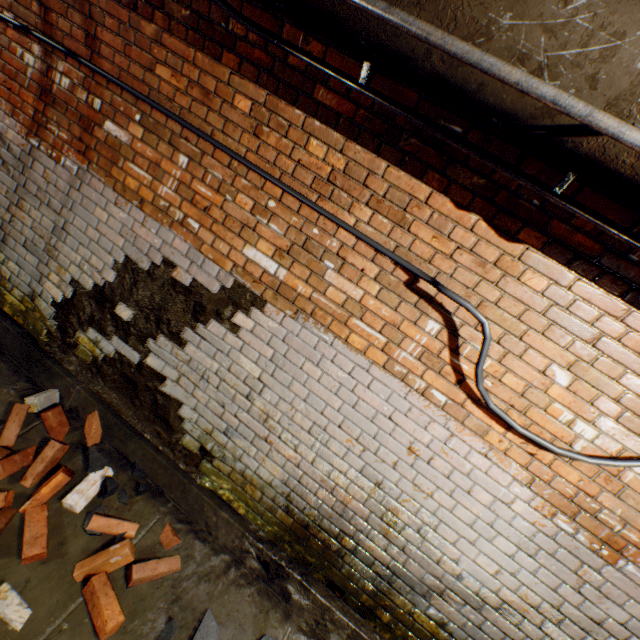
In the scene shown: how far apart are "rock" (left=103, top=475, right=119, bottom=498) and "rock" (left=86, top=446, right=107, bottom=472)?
0.1 meters

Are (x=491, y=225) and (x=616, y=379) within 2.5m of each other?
yes

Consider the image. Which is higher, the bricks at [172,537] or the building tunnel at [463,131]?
the building tunnel at [463,131]

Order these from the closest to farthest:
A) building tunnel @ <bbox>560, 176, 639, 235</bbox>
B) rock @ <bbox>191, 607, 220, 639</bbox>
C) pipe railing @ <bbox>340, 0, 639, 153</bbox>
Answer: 1. pipe railing @ <bbox>340, 0, 639, 153</bbox>
2. building tunnel @ <bbox>560, 176, 639, 235</bbox>
3. rock @ <bbox>191, 607, 220, 639</bbox>

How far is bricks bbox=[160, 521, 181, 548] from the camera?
2.3 meters

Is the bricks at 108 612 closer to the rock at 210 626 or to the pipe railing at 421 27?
the rock at 210 626

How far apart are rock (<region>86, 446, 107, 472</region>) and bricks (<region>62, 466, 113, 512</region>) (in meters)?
0.00

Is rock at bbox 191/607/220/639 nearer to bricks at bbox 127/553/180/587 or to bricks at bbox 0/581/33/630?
bricks at bbox 127/553/180/587
